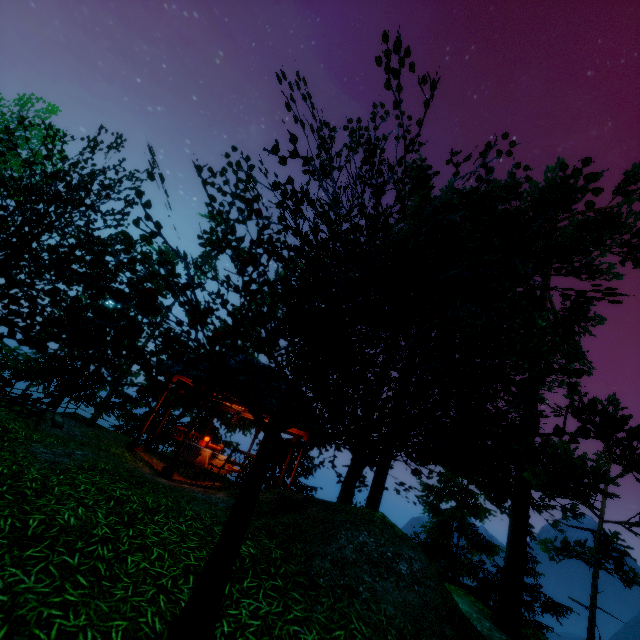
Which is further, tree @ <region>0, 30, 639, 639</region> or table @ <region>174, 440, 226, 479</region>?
table @ <region>174, 440, 226, 479</region>

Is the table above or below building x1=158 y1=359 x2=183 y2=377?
below

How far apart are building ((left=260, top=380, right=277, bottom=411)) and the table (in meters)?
2.58

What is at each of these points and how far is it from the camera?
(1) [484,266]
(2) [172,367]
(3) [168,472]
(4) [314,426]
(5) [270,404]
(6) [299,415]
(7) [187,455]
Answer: (1) tree, 2.5m
(2) building, 11.0m
(3) pillar, 9.0m
(4) building, 11.5m
(5) building, 10.0m
(6) building, 10.8m
(7) table, 11.1m

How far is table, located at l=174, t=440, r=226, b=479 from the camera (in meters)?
10.56

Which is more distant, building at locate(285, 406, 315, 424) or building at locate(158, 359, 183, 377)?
building at locate(158, 359, 183, 377)

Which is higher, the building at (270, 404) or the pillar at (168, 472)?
the building at (270, 404)

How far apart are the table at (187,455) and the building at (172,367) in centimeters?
258cm
